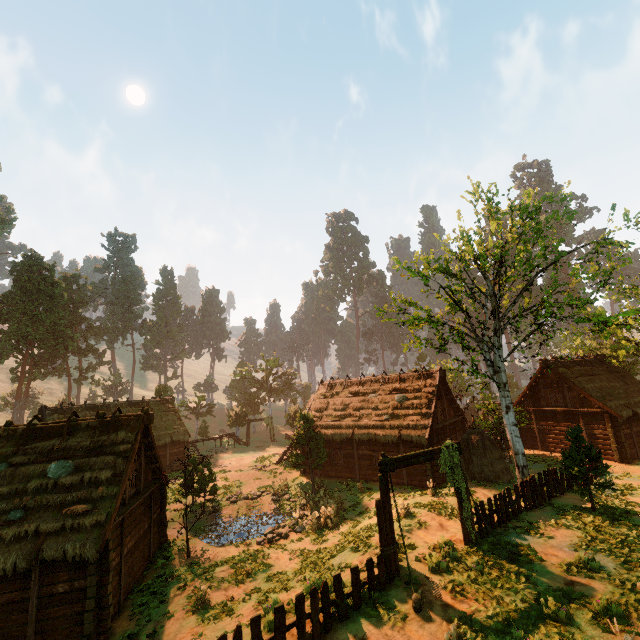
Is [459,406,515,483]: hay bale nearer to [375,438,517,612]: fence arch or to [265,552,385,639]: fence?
[375,438,517,612]: fence arch

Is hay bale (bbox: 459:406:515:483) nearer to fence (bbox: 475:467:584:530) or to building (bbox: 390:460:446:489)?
building (bbox: 390:460:446:489)

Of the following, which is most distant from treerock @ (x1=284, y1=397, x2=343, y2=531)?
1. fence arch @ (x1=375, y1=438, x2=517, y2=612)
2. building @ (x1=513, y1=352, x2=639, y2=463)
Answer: fence arch @ (x1=375, y1=438, x2=517, y2=612)

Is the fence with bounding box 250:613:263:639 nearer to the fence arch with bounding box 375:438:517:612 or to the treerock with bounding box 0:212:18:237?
the fence arch with bounding box 375:438:517:612

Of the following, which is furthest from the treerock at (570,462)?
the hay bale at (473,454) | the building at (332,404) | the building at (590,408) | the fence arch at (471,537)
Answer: the fence arch at (471,537)

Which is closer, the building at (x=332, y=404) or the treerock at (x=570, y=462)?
the treerock at (x=570, y=462)

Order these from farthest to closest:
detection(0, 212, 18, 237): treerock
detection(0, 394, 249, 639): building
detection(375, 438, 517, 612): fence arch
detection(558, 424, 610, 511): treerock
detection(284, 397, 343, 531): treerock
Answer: detection(0, 212, 18, 237): treerock < detection(284, 397, 343, 531): treerock < detection(558, 424, 610, 511): treerock < detection(0, 394, 249, 639): building < detection(375, 438, 517, 612): fence arch

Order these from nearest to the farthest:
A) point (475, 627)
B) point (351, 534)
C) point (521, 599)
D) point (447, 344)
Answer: point (475, 627)
point (521, 599)
point (351, 534)
point (447, 344)
